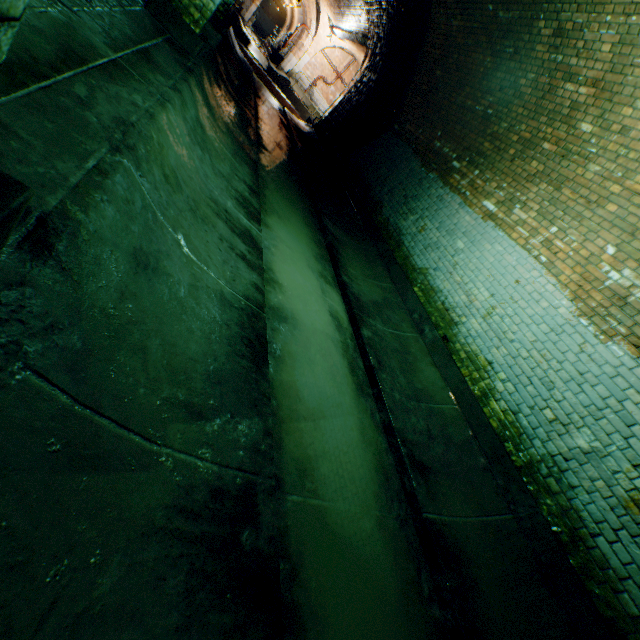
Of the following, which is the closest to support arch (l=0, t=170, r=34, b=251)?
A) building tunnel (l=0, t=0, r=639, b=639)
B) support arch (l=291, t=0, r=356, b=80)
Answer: building tunnel (l=0, t=0, r=639, b=639)

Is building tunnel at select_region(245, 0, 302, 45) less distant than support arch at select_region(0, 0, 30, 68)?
No

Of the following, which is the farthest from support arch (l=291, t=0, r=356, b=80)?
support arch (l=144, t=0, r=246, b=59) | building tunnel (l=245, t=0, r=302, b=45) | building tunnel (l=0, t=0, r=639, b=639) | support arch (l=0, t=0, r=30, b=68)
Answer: support arch (l=0, t=0, r=30, b=68)

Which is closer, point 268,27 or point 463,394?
point 463,394

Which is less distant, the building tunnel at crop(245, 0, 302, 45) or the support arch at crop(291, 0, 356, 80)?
the support arch at crop(291, 0, 356, 80)

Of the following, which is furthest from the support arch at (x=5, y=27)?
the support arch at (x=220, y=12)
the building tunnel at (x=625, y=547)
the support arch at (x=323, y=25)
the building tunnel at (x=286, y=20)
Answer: the building tunnel at (x=286, y=20)

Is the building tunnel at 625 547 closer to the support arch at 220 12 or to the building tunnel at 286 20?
the support arch at 220 12

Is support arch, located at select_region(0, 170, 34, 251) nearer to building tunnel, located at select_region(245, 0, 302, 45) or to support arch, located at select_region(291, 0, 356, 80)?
support arch, located at select_region(291, 0, 356, 80)
